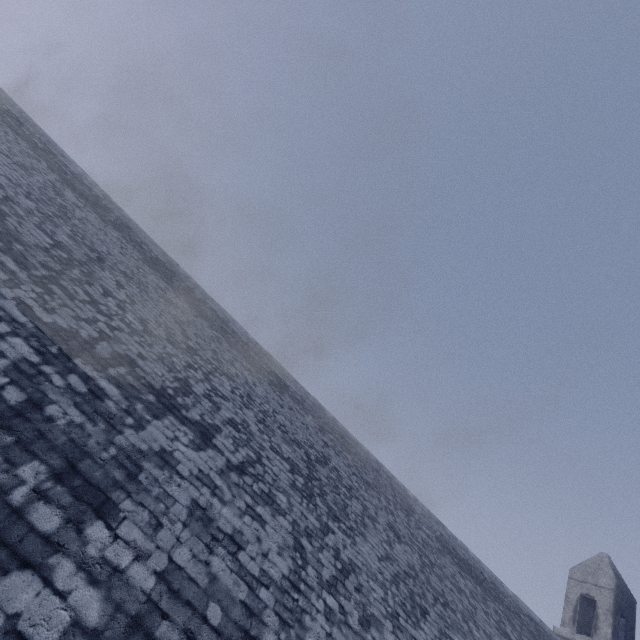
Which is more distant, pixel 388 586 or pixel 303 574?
pixel 388 586
